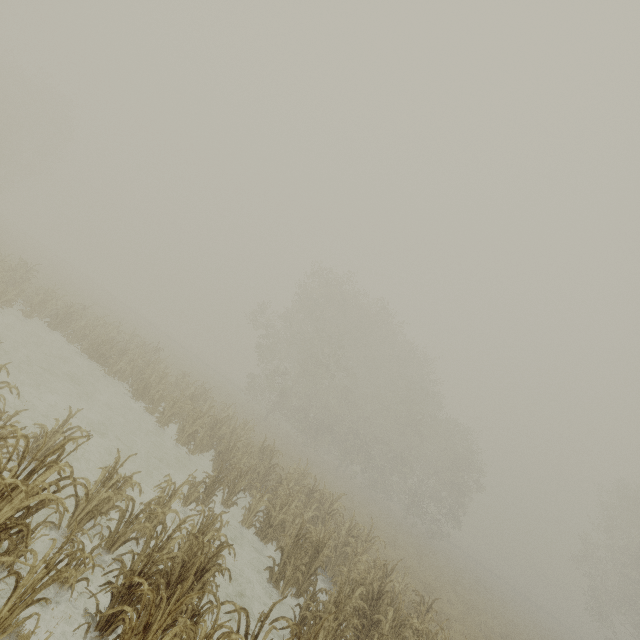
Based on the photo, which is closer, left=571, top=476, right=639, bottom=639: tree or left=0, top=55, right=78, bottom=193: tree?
left=571, top=476, right=639, bottom=639: tree

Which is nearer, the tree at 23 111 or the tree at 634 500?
the tree at 634 500

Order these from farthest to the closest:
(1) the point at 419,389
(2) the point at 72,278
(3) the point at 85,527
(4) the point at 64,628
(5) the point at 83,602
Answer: (2) the point at 72,278 < (1) the point at 419,389 < (3) the point at 85,527 < (5) the point at 83,602 < (4) the point at 64,628
